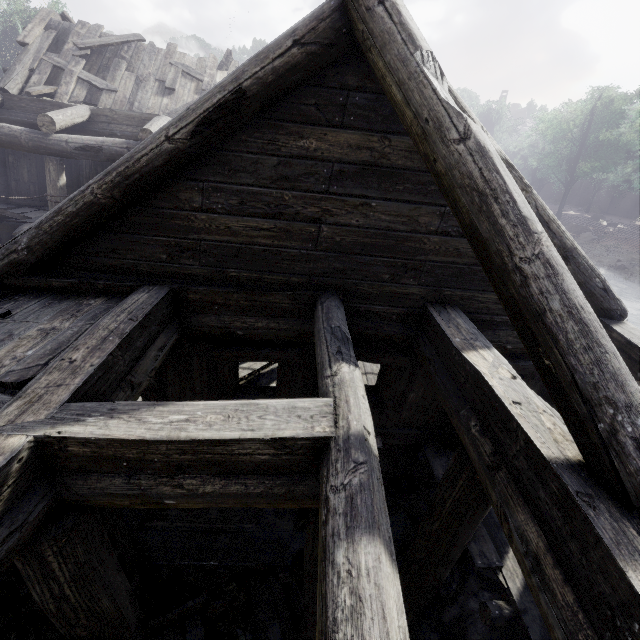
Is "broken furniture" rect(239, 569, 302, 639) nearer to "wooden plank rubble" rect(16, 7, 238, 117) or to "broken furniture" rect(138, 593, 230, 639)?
"broken furniture" rect(138, 593, 230, 639)

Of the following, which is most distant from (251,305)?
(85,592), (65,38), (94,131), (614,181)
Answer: (614,181)

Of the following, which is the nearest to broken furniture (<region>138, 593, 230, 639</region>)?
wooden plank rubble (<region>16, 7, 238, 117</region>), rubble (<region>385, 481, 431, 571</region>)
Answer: rubble (<region>385, 481, 431, 571</region>)

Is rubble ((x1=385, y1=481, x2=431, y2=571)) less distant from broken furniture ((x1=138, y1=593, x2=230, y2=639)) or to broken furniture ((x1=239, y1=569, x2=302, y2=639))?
broken furniture ((x1=239, y1=569, x2=302, y2=639))

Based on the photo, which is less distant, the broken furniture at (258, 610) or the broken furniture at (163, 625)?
the broken furniture at (163, 625)

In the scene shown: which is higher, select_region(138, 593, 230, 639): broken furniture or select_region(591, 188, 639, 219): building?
select_region(591, 188, 639, 219): building

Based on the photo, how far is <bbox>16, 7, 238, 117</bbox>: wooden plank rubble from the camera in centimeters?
1045cm

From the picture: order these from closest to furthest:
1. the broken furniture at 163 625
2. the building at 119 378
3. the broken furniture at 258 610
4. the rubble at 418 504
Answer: the building at 119 378
the broken furniture at 163 625
the broken furniture at 258 610
the rubble at 418 504
